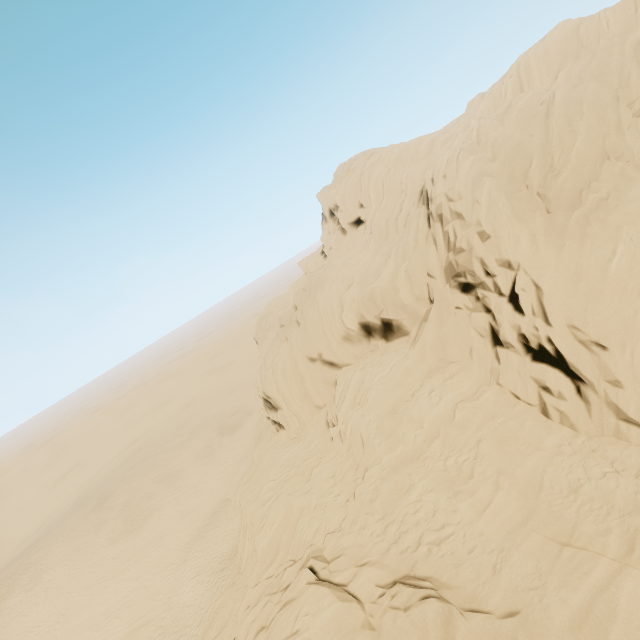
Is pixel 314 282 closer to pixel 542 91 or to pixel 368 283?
pixel 368 283
